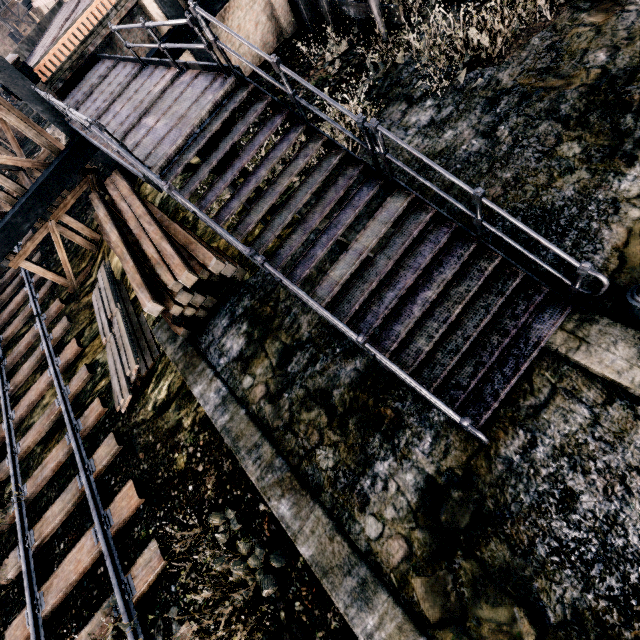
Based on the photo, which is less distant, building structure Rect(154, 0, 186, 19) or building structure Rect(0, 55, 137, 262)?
building structure Rect(0, 55, 137, 262)

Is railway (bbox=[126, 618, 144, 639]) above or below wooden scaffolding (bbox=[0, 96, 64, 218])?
below

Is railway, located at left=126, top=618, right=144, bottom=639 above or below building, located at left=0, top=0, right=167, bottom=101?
below

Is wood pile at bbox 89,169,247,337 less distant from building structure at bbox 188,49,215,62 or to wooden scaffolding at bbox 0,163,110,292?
building structure at bbox 188,49,215,62

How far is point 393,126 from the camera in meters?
10.0 m

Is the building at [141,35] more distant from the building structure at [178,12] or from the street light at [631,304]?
the street light at [631,304]

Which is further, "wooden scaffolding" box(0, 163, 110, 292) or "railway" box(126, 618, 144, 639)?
"wooden scaffolding" box(0, 163, 110, 292)

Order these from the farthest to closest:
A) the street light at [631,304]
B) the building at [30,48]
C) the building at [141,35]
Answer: the building at [141,35] < the building at [30,48] < the street light at [631,304]
